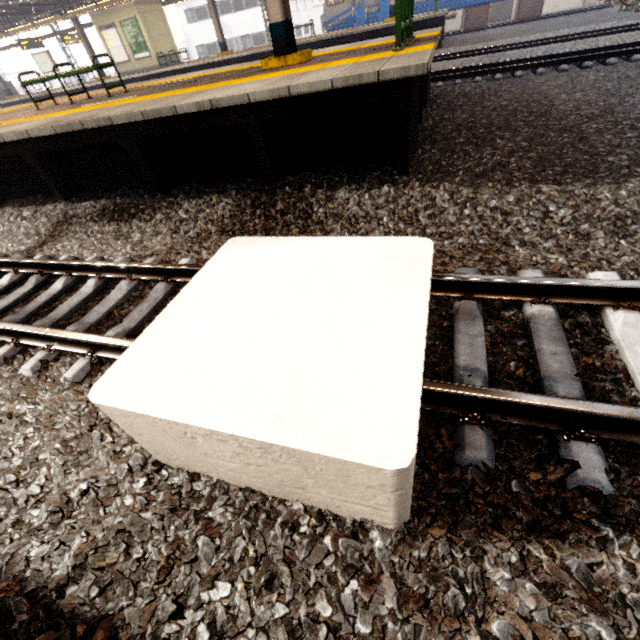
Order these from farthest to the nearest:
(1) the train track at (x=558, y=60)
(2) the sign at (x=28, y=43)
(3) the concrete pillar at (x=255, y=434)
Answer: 1. (2) the sign at (x=28, y=43)
2. (1) the train track at (x=558, y=60)
3. (3) the concrete pillar at (x=255, y=434)

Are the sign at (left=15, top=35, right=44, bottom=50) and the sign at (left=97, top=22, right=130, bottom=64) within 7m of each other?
yes

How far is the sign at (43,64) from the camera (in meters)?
21.89

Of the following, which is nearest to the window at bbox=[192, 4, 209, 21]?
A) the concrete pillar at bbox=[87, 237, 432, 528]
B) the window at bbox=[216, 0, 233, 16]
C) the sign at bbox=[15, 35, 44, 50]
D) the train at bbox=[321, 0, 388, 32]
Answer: the window at bbox=[216, 0, 233, 16]

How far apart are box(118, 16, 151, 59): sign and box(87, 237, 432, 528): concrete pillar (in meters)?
24.66

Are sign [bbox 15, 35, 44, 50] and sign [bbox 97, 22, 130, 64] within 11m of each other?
yes

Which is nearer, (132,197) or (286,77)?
(286,77)

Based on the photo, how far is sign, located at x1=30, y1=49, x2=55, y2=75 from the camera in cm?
2189
